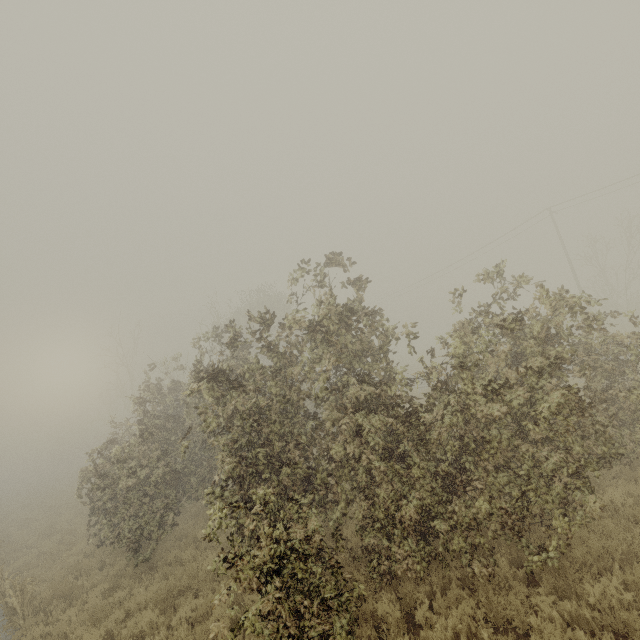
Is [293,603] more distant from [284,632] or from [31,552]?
[31,552]
